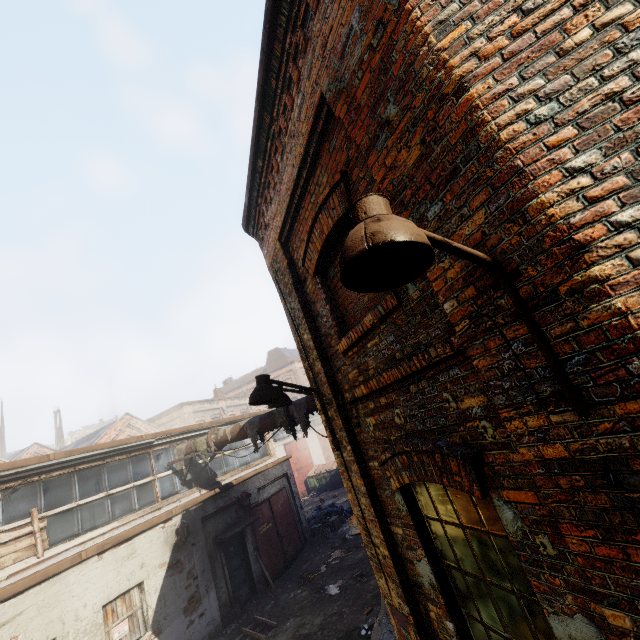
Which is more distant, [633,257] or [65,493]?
[65,493]

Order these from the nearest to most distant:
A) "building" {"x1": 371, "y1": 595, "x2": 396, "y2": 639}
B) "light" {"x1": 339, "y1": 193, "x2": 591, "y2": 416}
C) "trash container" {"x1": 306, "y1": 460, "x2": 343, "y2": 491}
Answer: "light" {"x1": 339, "y1": 193, "x2": 591, "y2": 416}
"building" {"x1": 371, "y1": 595, "x2": 396, "y2": 639}
"trash container" {"x1": 306, "y1": 460, "x2": 343, "y2": 491}

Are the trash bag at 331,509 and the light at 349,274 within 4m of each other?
no

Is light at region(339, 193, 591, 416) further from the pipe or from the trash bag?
the trash bag

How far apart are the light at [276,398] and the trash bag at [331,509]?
14.1 meters

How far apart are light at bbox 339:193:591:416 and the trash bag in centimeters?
1718cm

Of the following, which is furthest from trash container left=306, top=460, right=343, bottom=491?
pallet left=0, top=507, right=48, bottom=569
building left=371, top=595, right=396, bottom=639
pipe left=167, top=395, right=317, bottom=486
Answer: pallet left=0, top=507, right=48, bottom=569

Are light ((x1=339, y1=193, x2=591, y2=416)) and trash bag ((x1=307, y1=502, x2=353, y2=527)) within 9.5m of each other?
no
